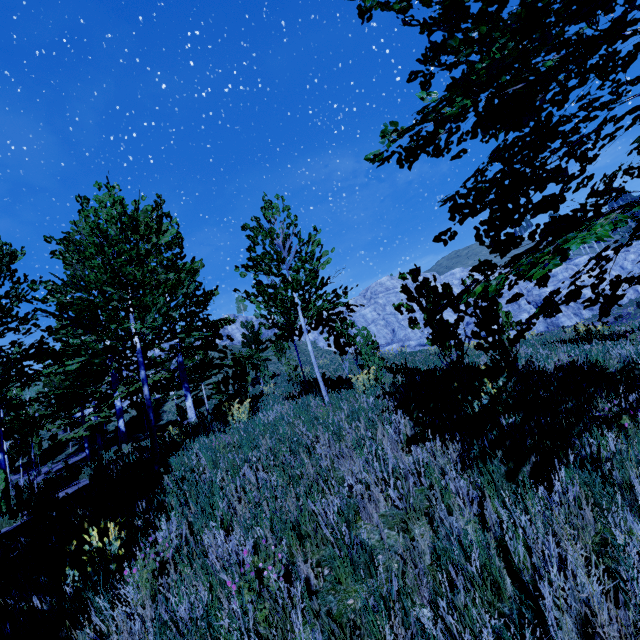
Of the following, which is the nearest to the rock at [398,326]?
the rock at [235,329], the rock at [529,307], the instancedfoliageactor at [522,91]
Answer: the rock at [235,329]

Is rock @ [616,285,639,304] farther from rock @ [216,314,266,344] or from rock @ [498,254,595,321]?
rock @ [498,254,595,321]

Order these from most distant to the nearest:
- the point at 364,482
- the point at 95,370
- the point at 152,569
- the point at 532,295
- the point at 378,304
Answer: the point at 378,304
the point at 532,295
the point at 95,370
the point at 364,482
the point at 152,569

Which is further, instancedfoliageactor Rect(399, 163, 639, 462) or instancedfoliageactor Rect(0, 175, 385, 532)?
instancedfoliageactor Rect(0, 175, 385, 532)

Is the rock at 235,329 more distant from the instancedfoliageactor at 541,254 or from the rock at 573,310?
the instancedfoliageactor at 541,254

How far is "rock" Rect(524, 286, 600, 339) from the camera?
39.81m

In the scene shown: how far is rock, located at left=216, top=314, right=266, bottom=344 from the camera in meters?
48.8
